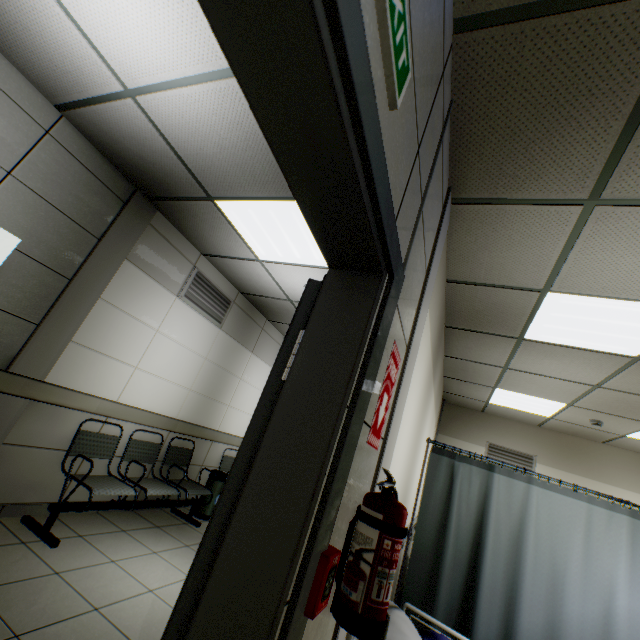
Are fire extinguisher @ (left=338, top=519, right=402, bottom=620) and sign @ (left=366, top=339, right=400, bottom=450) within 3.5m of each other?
yes

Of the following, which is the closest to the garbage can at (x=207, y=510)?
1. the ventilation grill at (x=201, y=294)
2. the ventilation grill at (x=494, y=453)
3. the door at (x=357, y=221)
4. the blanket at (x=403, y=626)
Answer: the ventilation grill at (x=201, y=294)

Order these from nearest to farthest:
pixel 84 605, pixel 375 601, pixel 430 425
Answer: pixel 375 601 < pixel 84 605 < pixel 430 425

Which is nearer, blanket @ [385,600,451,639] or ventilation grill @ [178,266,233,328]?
blanket @ [385,600,451,639]

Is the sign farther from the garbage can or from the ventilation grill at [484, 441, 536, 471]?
the ventilation grill at [484, 441, 536, 471]

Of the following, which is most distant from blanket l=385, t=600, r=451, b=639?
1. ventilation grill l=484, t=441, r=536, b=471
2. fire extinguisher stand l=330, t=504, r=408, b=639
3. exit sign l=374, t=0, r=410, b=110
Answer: ventilation grill l=484, t=441, r=536, b=471

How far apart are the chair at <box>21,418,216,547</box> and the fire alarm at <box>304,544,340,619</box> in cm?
300

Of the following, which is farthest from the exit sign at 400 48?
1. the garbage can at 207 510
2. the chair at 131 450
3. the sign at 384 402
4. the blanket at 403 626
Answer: the garbage can at 207 510
